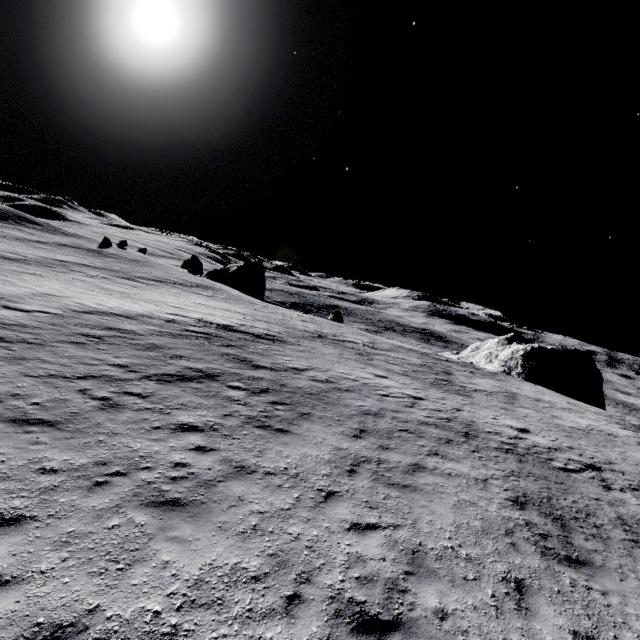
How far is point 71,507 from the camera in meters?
5.5

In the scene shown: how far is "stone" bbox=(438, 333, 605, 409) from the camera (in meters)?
35.03

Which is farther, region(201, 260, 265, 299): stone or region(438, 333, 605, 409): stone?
region(201, 260, 265, 299): stone

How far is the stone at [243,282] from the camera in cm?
5431

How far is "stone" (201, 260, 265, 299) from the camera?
54.31m

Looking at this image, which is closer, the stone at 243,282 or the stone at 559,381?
the stone at 559,381
